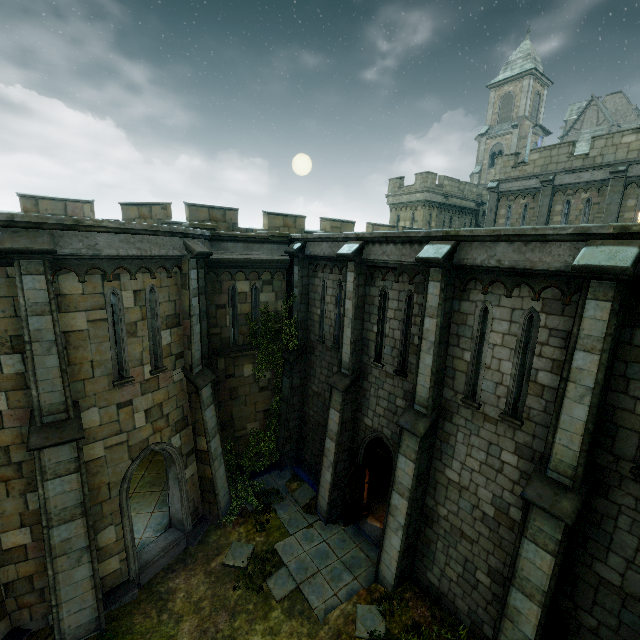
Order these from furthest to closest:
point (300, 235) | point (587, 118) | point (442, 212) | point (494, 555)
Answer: point (587, 118)
point (442, 212)
point (300, 235)
point (494, 555)

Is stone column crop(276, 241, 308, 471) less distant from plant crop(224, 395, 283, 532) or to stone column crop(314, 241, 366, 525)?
plant crop(224, 395, 283, 532)

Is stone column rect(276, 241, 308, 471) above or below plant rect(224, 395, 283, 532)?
above

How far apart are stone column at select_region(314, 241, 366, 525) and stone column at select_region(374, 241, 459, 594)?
2.3m

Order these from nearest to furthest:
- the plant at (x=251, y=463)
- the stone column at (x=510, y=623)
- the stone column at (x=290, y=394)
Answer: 1. the stone column at (x=510, y=623)
2. the plant at (x=251, y=463)
3. the stone column at (x=290, y=394)

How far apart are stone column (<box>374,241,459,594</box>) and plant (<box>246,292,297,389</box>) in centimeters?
570cm

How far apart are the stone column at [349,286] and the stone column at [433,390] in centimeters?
231cm

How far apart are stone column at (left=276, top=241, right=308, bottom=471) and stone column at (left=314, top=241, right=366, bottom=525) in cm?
250
